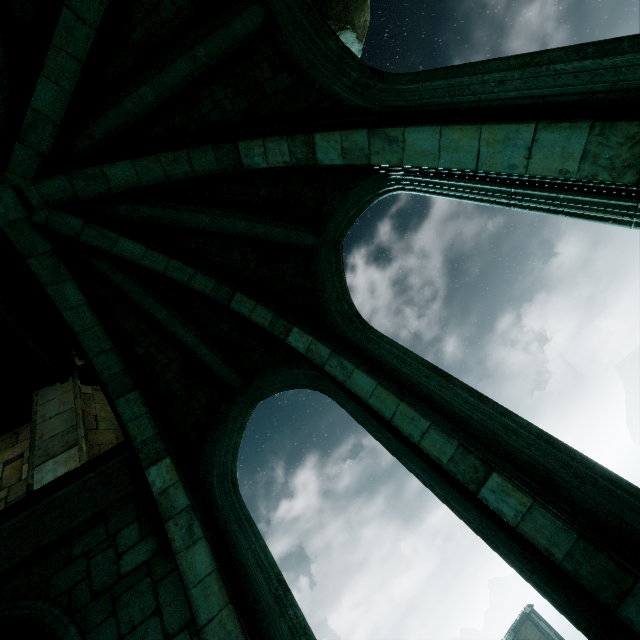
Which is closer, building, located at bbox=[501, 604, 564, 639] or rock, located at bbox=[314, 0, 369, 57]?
rock, located at bbox=[314, 0, 369, 57]

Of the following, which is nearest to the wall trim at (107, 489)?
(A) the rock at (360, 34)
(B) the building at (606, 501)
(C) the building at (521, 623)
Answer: (B) the building at (606, 501)

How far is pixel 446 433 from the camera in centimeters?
382cm

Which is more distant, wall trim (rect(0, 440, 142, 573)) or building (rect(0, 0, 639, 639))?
wall trim (rect(0, 440, 142, 573))

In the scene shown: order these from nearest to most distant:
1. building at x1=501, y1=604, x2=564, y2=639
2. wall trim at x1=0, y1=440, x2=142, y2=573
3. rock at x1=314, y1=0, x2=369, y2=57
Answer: wall trim at x1=0, y1=440, x2=142, y2=573 → rock at x1=314, y1=0, x2=369, y2=57 → building at x1=501, y1=604, x2=564, y2=639

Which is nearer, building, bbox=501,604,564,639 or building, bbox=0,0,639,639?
building, bbox=0,0,639,639

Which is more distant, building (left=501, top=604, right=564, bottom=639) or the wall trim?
building (left=501, top=604, right=564, bottom=639)

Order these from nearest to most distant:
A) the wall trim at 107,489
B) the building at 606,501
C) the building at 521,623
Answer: the building at 606,501
the wall trim at 107,489
the building at 521,623
